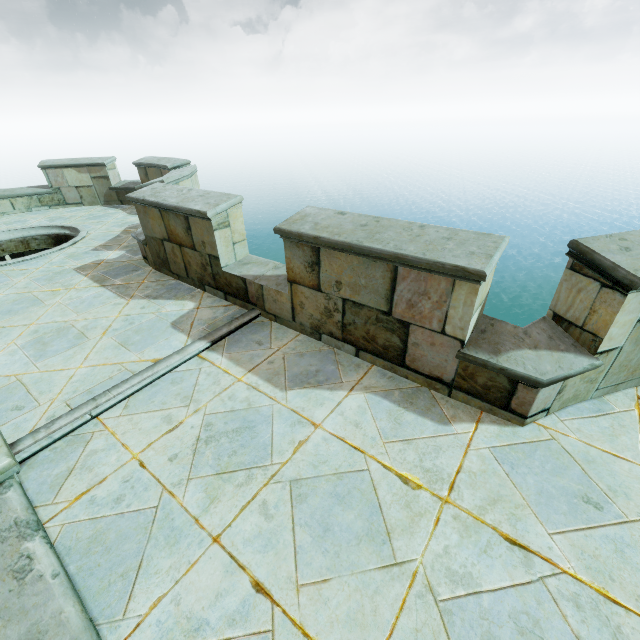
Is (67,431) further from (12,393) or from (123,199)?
(123,199)
